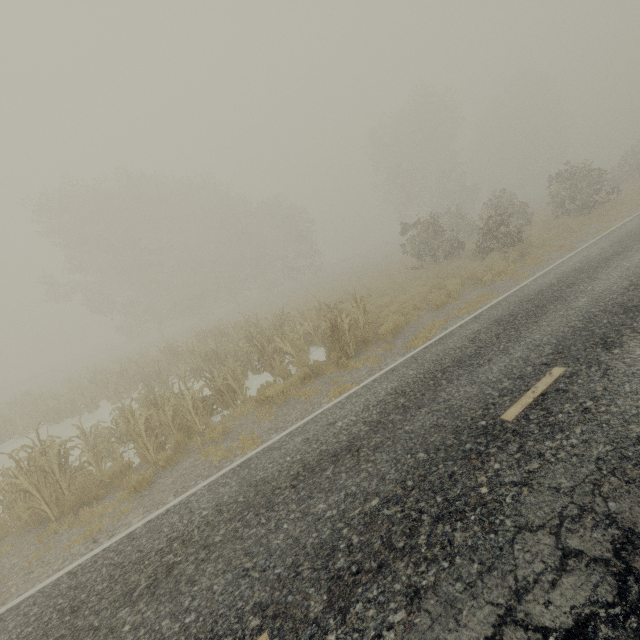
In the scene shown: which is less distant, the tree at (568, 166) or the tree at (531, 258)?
the tree at (531, 258)

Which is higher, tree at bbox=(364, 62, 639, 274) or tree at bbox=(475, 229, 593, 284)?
tree at bbox=(364, 62, 639, 274)

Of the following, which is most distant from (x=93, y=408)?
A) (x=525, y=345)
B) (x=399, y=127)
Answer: (x=399, y=127)

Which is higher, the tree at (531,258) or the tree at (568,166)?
the tree at (568,166)

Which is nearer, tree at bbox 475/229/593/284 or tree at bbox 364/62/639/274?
tree at bbox 475/229/593/284

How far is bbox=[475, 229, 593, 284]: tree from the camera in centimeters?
1323cm
